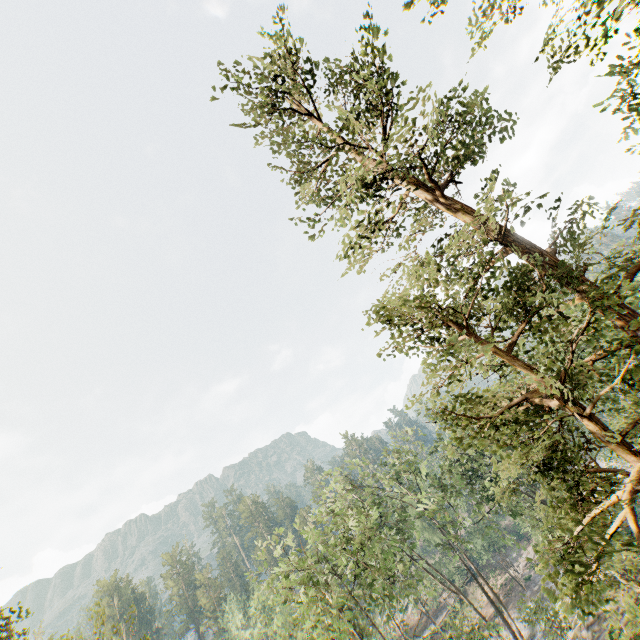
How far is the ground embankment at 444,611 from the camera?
50.8m

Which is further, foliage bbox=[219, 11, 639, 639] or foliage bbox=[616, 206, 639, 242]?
foliage bbox=[616, 206, 639, 242]

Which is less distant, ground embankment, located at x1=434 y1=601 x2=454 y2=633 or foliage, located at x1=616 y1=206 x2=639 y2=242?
foliage, located at x1=616 y1=206 x2=639 y2=242

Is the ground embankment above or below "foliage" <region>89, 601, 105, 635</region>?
below

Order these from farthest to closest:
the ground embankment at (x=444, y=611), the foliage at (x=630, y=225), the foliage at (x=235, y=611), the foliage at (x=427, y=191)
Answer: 1. the ground embankment at (x=444, y=611)
2. the foliage at (x=235, y=611)
3. the foliage at (x=630, y=225)
4. the foliage at (x=427, y=191)

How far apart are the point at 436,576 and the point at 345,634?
40.8 meters
